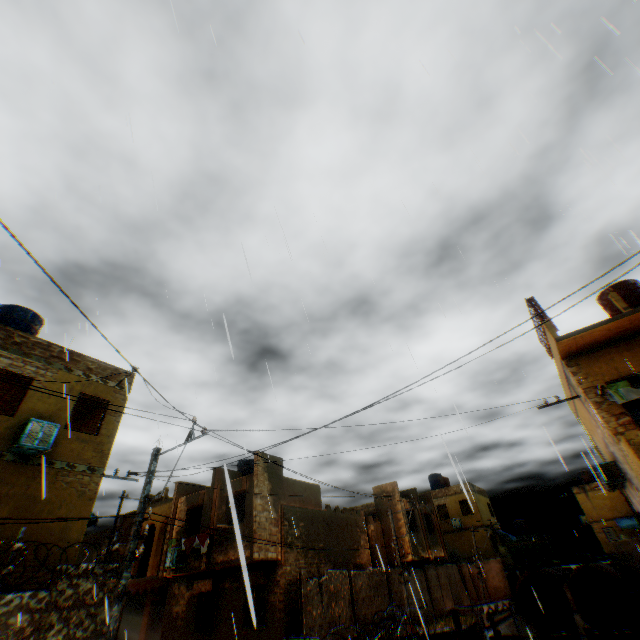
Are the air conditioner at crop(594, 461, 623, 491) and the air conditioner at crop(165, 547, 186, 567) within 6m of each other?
no

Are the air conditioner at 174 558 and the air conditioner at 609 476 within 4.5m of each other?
no

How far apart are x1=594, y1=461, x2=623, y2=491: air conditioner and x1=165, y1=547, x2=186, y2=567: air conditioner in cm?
2029

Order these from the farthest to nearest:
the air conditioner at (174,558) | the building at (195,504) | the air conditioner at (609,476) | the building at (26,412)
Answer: the air conditioner at (174,558)
the building at (195,504)
the air conditioner at (609,476)
the building at (26,412)

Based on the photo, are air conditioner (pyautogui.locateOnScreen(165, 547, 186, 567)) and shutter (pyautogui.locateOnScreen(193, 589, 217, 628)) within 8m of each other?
yes

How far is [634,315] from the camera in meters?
11.2

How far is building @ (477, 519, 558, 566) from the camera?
31.36m

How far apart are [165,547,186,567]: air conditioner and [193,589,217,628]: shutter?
1.7 meters
